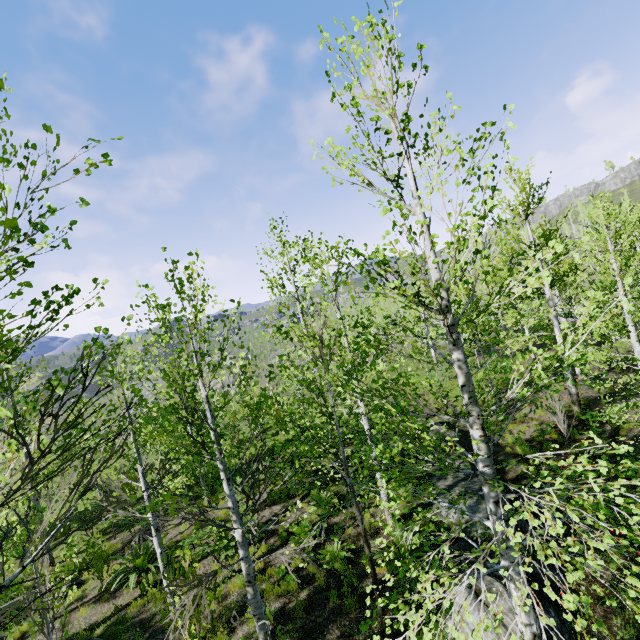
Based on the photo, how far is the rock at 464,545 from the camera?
7.8m

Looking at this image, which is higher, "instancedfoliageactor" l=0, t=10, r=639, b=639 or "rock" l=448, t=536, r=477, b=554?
"instancedfoliageactor" l=0, t=10, r=639, b=639

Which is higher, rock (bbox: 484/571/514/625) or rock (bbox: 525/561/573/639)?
rock (bbox: 484/571/514/625)

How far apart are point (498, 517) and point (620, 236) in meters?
27.4 m

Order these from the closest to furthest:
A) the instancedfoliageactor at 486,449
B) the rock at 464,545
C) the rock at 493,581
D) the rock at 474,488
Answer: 1. the instancedfoliageactor at 486,449
2. the rock at 493,581
3. the rock at 464,545
4. the rock at 474,488

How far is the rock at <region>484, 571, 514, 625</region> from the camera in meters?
5.8
